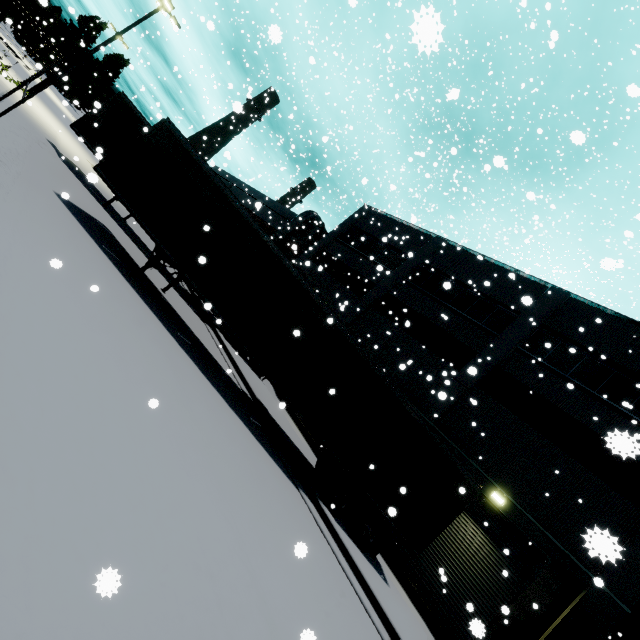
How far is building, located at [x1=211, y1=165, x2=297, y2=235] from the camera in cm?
3173

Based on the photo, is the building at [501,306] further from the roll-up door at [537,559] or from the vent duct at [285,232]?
the vent duct at [285,232]

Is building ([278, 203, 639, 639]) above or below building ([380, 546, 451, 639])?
above

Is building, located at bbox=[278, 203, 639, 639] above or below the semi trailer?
above

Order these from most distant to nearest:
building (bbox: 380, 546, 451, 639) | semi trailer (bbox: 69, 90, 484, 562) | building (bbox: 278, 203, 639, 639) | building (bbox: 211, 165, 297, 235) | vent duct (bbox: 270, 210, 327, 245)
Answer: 1. building (bbox: 211, 165, 297, 235)
2. vent duct (bbox: 270, 210, 327, 245)
3. building (bbox: 380, 546, 451, 639)
4. building (bbox: 278, 203, 639, 639)
5. semi trailer (bbox: 69, 90, 484, 562)

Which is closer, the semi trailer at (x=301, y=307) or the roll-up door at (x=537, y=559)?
the semi trailer at (x=301, y=307)

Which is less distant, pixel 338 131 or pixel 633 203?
pixel 338 131

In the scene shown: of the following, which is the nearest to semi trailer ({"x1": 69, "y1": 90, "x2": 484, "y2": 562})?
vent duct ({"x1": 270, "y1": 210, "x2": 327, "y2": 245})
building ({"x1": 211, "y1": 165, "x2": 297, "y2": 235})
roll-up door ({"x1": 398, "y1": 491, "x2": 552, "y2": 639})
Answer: roll-up door ({"x1": 398, "y1": 491, "x2": 552, "y2": 639})
